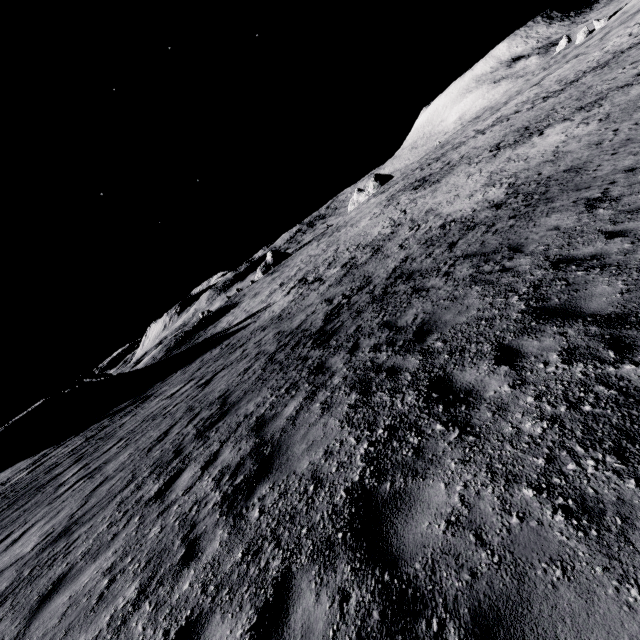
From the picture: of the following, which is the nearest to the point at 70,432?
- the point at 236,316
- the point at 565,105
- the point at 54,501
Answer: the point at 54,501
